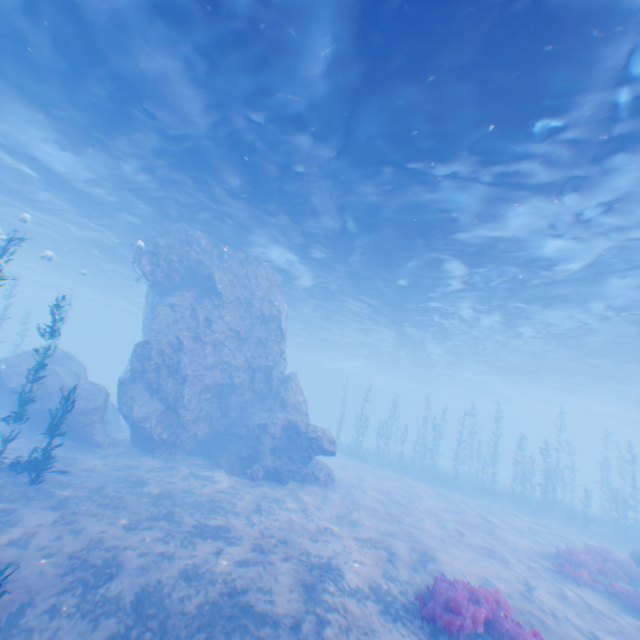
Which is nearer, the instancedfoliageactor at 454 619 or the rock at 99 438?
the instancedfoliageactor at 454 619

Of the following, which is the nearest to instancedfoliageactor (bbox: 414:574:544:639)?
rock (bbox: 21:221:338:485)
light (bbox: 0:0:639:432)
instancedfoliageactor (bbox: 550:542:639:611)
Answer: rock (bbox: 21:221:338:485)

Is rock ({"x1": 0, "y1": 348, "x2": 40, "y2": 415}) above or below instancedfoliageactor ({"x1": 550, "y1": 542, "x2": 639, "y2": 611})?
above

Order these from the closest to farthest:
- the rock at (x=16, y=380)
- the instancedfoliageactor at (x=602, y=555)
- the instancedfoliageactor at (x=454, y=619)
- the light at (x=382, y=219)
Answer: the instancedfoliageactor at (x=454, y=619) < the light at (x=382, y=219) < the instancedfoliageactor at (x=602, y=555) < the rock at (x=16, y=380)

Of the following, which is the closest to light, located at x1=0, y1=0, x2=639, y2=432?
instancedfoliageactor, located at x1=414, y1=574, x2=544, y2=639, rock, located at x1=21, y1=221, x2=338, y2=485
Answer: rock, located at x1=21, y1=221, x2=338, y2=485

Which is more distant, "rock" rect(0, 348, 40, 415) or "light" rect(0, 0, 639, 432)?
"rock" rect(0, 348, 40, 415)

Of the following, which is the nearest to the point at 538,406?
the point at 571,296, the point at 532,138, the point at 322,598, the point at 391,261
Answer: the point at 571,296
